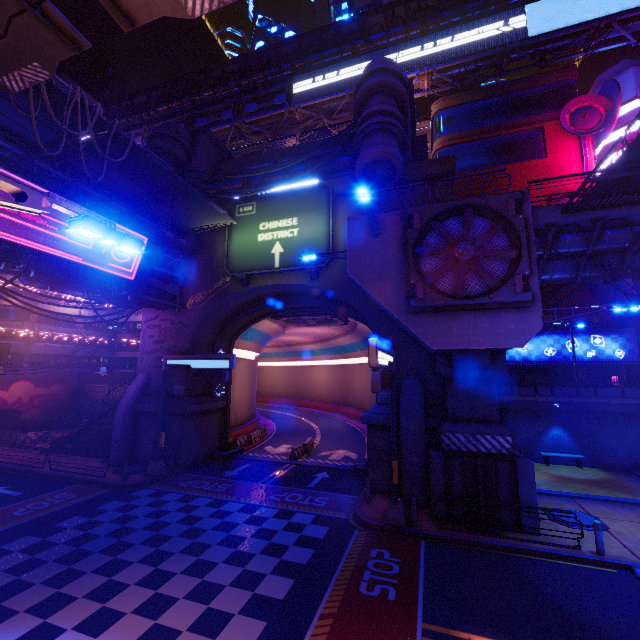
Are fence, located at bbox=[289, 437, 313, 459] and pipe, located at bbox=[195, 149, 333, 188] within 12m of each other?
no

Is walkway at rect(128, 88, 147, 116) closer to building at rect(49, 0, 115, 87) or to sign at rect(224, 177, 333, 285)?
building at rect(49, 0, 115, 87)

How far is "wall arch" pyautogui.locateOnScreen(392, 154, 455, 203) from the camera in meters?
18.5 m

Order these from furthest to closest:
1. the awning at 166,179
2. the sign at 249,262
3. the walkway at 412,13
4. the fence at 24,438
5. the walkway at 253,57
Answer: the walkway at 253,57
the walkway at 412,13
the fence at 24,438
the sign at 249,262
the awning at 166,179

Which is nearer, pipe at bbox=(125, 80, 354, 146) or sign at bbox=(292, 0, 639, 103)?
sign at bbox=(292, 0, 639, 103)

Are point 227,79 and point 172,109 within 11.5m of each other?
yes

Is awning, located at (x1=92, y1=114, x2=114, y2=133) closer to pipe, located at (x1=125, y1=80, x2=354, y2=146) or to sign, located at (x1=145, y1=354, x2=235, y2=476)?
sign, located at (x1=145, y1=354, x2=235, y2=476)

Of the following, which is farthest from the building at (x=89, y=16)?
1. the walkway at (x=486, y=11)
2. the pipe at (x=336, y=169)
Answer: the pipe at (x=336, y=169)
